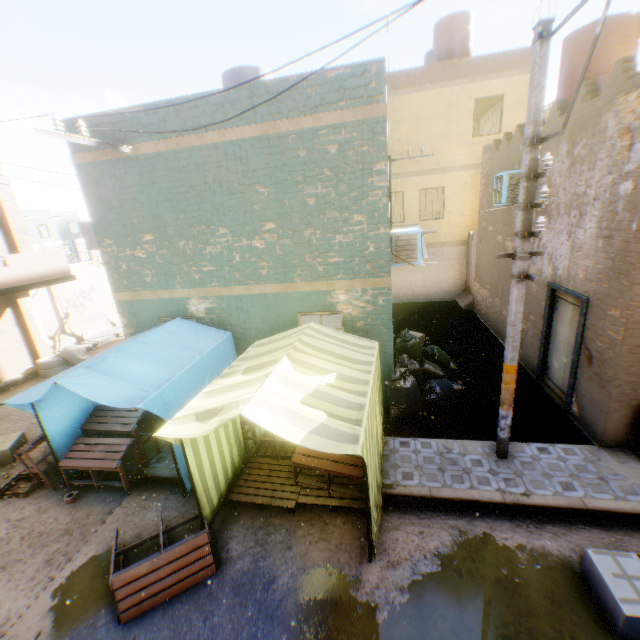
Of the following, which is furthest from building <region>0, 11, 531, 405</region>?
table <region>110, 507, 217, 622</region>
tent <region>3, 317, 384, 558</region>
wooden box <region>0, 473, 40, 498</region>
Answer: wooden box <region>0, 473, 40, 498</region>

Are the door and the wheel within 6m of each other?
no

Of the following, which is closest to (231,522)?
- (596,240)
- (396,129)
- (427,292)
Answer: Answer: (596,240)

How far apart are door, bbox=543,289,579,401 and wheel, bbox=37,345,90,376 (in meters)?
8.04

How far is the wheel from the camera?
11.88m

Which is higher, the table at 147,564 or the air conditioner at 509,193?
the air conditioner at 509,193

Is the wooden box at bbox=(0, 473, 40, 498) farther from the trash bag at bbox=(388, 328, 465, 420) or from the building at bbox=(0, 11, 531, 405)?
the trash bag at bbox=(388, 328, 465, 420)

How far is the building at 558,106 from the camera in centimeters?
689cm
